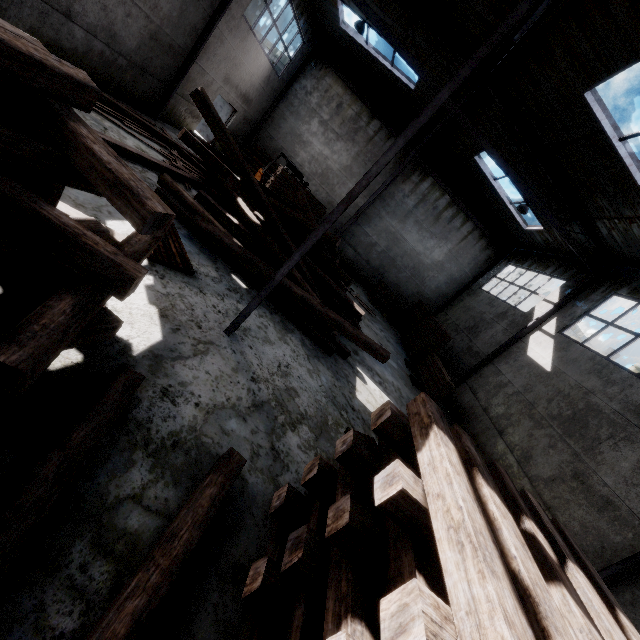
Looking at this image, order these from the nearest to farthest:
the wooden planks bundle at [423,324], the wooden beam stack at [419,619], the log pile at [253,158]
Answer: the wooden beam stack at [419,619] → the wooden planks bundle at [423,324] → the log pile at [253,158]

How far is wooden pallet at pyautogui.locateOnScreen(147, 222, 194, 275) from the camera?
5.19m

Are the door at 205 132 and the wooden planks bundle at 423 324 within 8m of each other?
no

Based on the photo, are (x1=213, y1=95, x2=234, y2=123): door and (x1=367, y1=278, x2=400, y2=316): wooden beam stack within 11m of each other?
no

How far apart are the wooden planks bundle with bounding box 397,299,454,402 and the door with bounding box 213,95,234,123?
14.3 meters

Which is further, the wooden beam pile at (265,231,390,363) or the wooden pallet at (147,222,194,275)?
the wooden beam pile at (265,231,390,363)

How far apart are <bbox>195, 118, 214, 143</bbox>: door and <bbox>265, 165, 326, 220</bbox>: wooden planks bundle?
6.60m

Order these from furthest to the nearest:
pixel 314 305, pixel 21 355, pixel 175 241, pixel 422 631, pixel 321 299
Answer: pixel 321 299 → pixel 314 305 → pixel 175 241 → pixel 21 355 → pixel 422 631
